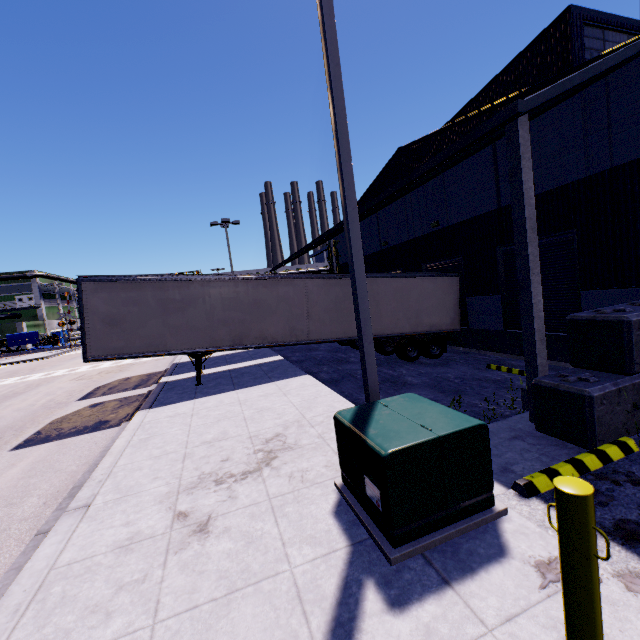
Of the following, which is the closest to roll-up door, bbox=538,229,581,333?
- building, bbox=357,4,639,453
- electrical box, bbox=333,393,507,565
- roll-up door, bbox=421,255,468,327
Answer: building, bbox=357,4,639,453

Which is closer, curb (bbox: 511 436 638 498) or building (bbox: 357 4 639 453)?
curb (bbox: 511 436 638 498)

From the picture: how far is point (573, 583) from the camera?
2.14m

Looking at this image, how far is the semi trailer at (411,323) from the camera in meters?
13.9 m

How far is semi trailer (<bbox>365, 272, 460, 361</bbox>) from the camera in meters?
13.9 m

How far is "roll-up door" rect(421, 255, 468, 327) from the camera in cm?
1518

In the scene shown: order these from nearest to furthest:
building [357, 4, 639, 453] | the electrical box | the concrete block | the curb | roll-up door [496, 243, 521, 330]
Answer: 1. the electrical box
2. the curb
3. the concrete block
4. building [357, 4, 639, 453]
5. roll-up door [496, 243, 521, 330]

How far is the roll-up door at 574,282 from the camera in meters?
10.7
